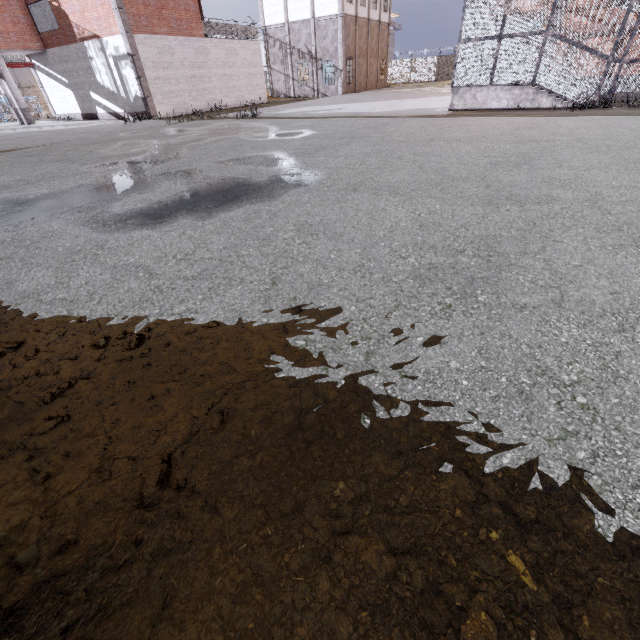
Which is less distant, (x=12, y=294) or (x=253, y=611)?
(x=253, y=611)

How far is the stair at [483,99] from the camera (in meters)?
12.32

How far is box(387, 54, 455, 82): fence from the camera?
43.8m

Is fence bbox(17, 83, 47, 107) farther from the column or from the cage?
the cage

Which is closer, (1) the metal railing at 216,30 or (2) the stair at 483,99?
(2) the stair at 483,99

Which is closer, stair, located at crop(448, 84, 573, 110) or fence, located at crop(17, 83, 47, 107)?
stair, located at crop(448, 84, 573, 110)

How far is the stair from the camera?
12.3m
